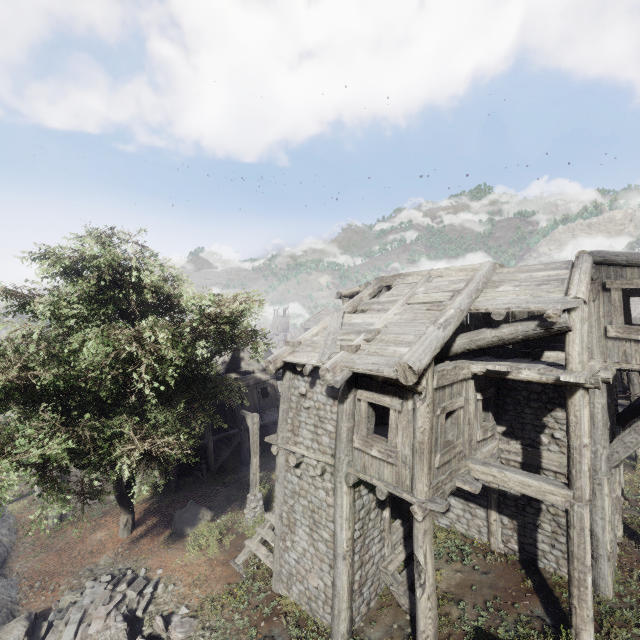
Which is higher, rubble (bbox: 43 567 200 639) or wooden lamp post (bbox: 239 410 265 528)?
wooden lamp post (bbox: 239 410 265 528)

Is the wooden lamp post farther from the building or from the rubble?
the rubble

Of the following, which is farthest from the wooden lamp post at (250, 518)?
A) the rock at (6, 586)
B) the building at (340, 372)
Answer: the rock at (6, 586)

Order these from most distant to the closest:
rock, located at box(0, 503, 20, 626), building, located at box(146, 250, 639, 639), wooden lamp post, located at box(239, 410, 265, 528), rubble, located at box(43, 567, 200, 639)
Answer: wooden lamp post, located at box(239, 410, 265, 528), rock, located at box(0, 503, 20, 626), rubble, located at box(43, 567, 200, 639), building, located at box(146, 250, 639, 639)

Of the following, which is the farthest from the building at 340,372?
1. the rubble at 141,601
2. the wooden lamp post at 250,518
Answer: the rubble at 141,601

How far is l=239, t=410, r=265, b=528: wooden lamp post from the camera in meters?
14.0 m

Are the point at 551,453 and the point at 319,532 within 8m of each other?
yes

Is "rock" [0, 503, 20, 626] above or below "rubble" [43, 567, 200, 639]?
below
